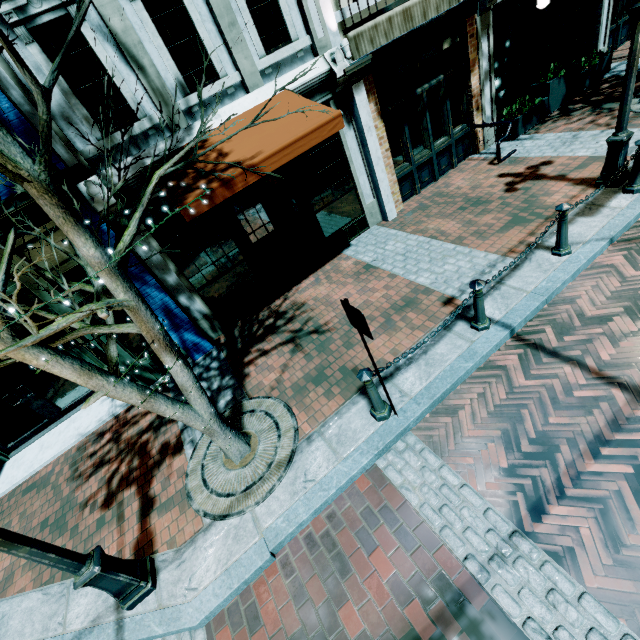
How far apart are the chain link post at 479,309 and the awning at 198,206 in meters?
3.2 m

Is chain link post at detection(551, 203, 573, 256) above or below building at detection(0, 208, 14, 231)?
below

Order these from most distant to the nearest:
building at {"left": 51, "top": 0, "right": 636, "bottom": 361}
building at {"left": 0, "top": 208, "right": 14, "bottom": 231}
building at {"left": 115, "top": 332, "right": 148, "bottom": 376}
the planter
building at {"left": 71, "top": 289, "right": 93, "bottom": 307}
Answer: the planter → building at {"left": 115, "top": 332, "right": 148, "bottom": 376} → building at {"left": 71, "top": 289, "right": 93, "bottom": 307} → building at {"left": 51, "top": 0, "right": 636, "bottom": 361} → building at {"left": 0, "top": 208, "right": 14, "bottom": 231}

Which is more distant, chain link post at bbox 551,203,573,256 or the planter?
the planter

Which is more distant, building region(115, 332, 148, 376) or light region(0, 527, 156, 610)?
building region(115, 332, 148, 376)

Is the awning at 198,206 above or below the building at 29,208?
below

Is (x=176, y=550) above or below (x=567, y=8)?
below

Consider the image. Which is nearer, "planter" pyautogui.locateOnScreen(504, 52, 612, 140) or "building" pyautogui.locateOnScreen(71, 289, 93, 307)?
"building" pyautogui.locateOnScreen(71, 289, 93, 307)
